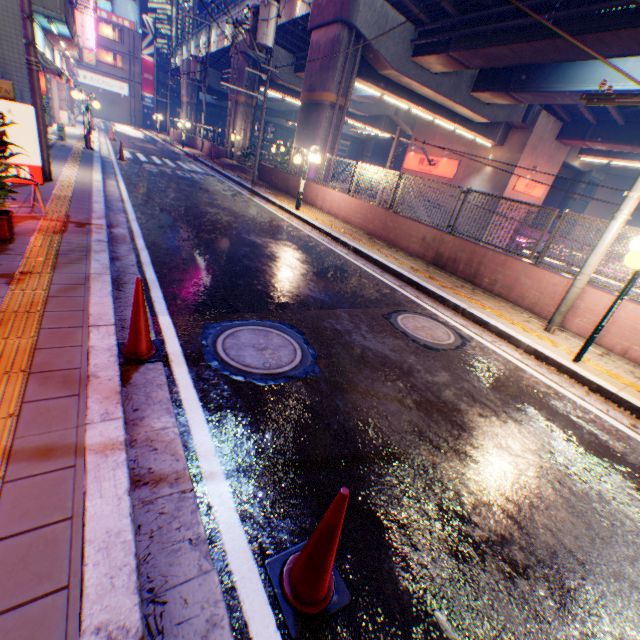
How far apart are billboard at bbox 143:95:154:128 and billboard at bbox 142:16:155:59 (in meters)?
4.83

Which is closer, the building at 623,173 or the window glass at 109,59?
the building at 623,173

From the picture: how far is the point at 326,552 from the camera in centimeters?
165cm

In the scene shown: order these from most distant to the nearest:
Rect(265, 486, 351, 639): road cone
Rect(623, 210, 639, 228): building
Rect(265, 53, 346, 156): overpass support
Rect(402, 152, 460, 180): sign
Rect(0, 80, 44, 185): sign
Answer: Rect(623, 210, 639, 228): building
Rect(402, 152, 460, 180): sign
Rect(265, 53, 346, 156): overpass support
Rect(0, 80, 44, 185): sign
Rect(265, 486, 351, 639): road cone

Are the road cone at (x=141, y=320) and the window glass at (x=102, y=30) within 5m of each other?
no

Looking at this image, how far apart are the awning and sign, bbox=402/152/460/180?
27.8 meters

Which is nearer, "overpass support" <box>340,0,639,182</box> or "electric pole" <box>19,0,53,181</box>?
"electric pole" <box>19,0,53,181</box>

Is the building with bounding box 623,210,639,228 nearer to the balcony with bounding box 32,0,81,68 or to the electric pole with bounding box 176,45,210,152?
the electric pole with bounding box 176,45,210,152
